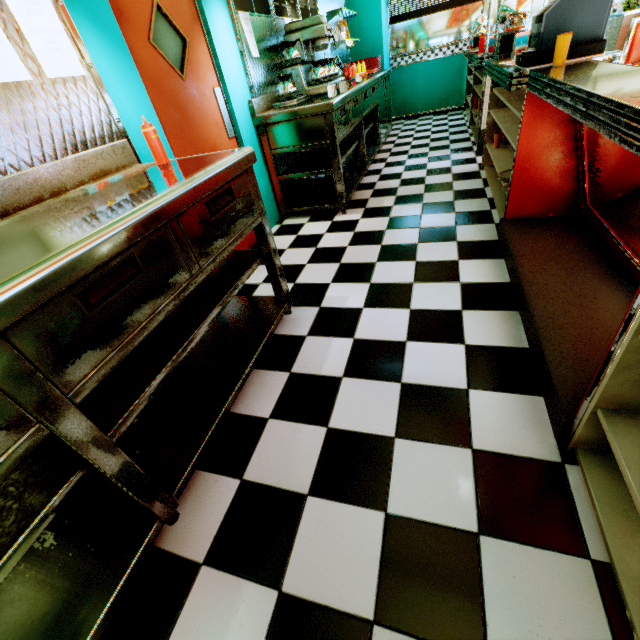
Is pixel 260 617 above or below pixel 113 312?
below

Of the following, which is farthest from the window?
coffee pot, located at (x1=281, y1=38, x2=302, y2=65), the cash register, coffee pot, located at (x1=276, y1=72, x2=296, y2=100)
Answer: the cash register

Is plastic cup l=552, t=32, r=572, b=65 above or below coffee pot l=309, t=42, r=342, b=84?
below

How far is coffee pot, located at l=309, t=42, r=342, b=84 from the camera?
3.73m

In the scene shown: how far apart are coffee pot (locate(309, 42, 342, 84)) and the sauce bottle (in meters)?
2.82

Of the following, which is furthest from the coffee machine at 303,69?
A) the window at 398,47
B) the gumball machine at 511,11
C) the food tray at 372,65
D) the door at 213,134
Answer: the window at 398,47

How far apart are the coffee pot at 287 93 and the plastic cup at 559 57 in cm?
244

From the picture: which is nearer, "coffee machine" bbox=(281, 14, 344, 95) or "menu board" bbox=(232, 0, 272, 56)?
"menu board" bbox=(232, 0, 272, 56)
